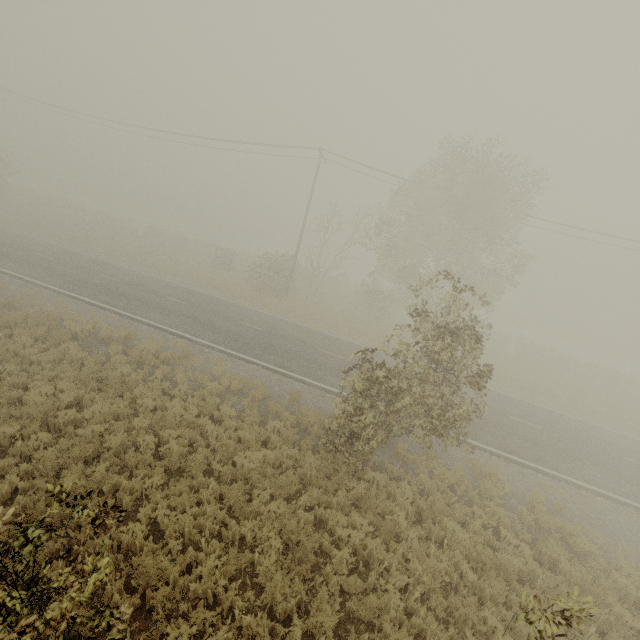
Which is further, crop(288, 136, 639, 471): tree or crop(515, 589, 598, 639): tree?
crop(288, 136, 639, 471): tree

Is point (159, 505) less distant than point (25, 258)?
Yes

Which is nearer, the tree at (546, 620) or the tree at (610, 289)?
the tree at (546, 620)
